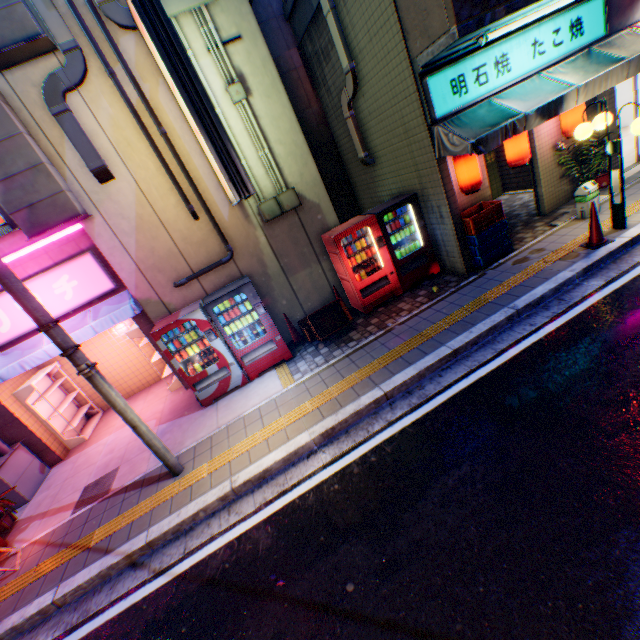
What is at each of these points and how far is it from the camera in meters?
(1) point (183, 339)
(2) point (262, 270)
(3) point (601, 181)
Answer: (1) metal can, 6.8
(2) building, 7.7
(3) flower pot, 8.1

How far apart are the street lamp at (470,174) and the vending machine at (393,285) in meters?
0.9 m

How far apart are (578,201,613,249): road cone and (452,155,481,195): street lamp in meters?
2.0

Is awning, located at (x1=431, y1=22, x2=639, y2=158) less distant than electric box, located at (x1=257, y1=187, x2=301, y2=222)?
Yes

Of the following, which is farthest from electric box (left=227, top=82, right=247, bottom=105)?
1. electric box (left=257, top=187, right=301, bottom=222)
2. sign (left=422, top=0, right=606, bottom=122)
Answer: sign (left=422, top=0, right=606, bottom=122)

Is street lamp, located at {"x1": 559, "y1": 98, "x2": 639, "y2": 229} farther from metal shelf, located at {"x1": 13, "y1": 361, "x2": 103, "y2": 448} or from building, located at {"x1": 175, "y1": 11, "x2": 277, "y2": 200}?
metal shelf, located at {"x1": 13, "y1": 361, "x2": 103, "y2": 448}

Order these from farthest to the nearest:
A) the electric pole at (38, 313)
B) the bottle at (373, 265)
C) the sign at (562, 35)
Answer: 1. the bottle at (373, 265)
2. the sign at (562, 35)
3. the electric pole at (38, 313)

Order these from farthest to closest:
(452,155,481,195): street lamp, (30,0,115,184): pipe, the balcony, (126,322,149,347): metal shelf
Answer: (126,322,149,347): metal shelf, (452,155,481,195): street lamp, (30,0,115,184): pipe, the balcony
